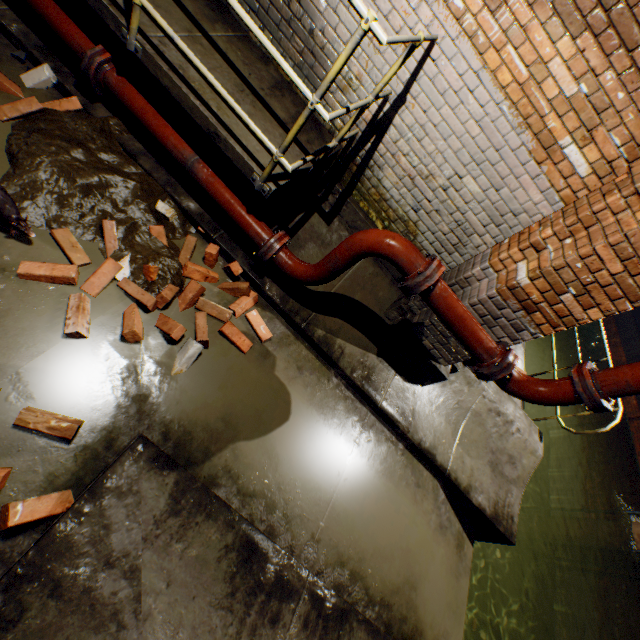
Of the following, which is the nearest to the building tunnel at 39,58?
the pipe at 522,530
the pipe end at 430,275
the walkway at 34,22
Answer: the walkway at 34,22

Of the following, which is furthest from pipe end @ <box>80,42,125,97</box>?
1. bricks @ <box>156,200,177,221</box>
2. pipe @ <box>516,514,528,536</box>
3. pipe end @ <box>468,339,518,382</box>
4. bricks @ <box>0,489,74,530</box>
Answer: pipe @ <box>516,514,528,536</box>

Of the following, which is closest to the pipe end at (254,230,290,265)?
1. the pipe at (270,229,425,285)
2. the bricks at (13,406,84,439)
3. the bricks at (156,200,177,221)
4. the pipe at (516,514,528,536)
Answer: the pipe at (270,229,425,285)

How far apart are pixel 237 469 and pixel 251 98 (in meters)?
3.21

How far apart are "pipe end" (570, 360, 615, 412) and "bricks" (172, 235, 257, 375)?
2.6m

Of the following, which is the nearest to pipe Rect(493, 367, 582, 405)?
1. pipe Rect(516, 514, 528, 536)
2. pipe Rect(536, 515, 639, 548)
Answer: pipe Rect(536, 515, 639, 548)

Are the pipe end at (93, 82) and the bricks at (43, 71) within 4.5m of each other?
yes

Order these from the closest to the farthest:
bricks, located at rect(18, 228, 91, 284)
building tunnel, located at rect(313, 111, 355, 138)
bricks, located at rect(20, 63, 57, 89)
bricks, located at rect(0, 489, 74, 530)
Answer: bricks, located at rect(0, 489, 74, 530)
bricks, located at rect(18, 228, 91, 284)
bricks, located at rect(20, 63, 57, 89)
building tunnel, located at rect(313, 111, 355, 138)
